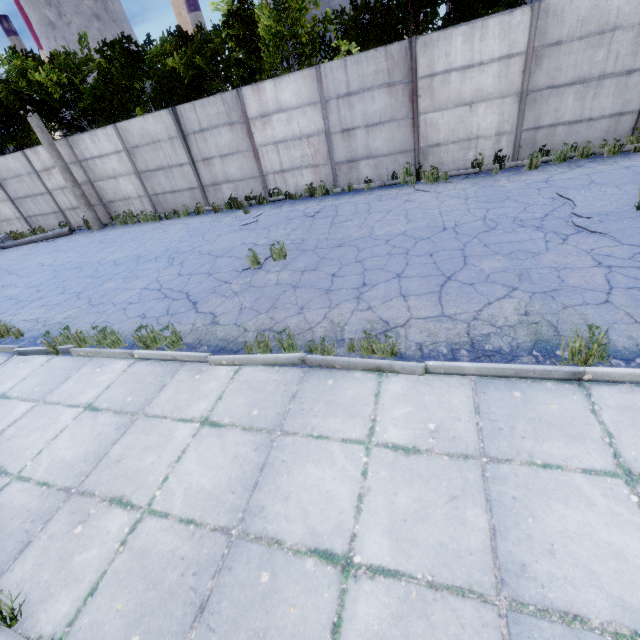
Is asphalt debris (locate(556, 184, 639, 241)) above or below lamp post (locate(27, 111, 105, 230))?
below

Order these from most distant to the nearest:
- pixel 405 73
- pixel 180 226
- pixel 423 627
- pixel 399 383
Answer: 1. pixel 180 226
2. pixel 405 73
3. pixel 399 383
4. pixel 423 627

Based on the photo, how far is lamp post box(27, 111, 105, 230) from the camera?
12.7m

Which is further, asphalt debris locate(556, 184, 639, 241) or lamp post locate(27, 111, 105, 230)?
lamp post locate(27, 111, 105, 230)

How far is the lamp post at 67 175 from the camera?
12.74m

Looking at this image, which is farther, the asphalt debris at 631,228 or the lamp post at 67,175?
the lamp post at 67,175
